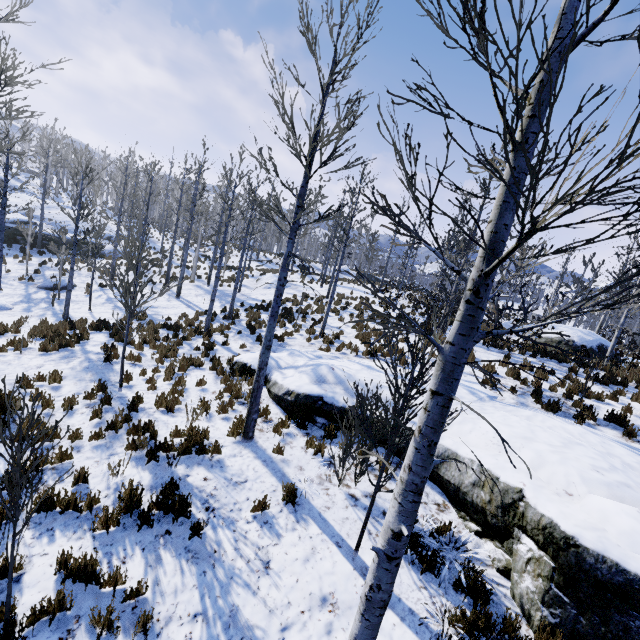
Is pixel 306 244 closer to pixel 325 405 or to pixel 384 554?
pixel 325 405

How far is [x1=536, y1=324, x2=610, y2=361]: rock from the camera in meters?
15.0 m

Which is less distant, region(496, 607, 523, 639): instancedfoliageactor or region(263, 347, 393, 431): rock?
region(496, 607, 523, 639): instancedfoliageactor

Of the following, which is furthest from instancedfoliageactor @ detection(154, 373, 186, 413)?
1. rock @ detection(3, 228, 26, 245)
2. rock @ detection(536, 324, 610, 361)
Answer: rock @ detection(536, 324, 610, 361)

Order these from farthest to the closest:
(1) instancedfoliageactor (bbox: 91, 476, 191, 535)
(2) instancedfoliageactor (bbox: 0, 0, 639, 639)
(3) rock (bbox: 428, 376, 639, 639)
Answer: (1) instancedfoliageactor (bbox: 91, 476, 191, 535) → (3) rock (bbox: 428, 376, 639, 639) → (2) instancedfoliageactor (bbox: 0, 0, 639, 639)

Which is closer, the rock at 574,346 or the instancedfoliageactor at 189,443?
the instancedfoliageactor at 189,443

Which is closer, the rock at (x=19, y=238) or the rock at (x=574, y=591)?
the rock at (x=574, y=591)

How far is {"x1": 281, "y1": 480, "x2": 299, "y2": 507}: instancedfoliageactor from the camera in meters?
5.5 m
